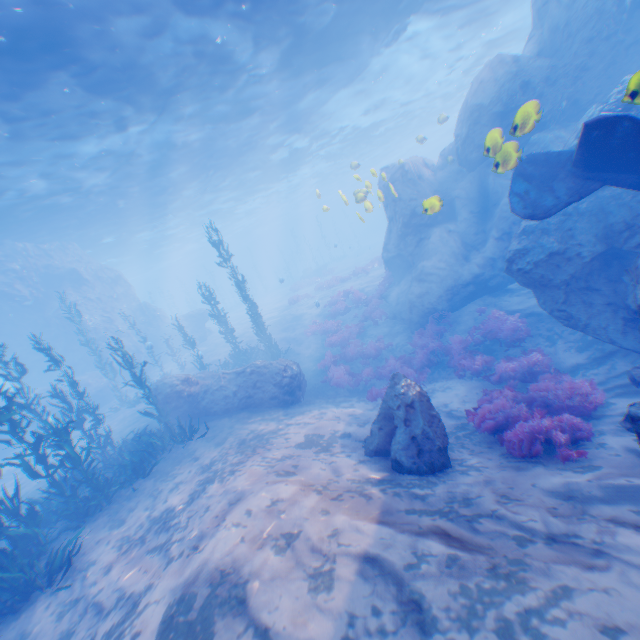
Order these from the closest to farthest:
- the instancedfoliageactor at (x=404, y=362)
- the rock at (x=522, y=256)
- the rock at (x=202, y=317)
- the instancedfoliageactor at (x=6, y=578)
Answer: the instancedfoliageactor at (x=404, y=362) < the instancedfoliageactor at (x=6, y=578) < the rock at (x=522, y=256) < the rock at (x=202, y=317)

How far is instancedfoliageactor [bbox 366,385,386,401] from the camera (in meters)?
12.43

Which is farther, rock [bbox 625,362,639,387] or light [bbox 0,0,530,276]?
light [bbox 0,0,530,276]

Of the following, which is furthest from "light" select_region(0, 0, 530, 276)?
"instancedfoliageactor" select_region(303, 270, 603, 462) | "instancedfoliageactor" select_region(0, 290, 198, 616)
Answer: "instancedfoliageactor" select_region(303, 270, 603, 462)

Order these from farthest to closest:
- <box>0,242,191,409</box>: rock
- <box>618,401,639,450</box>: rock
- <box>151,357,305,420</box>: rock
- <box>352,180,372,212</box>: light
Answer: <box>0,242,191,409</box>: rock
<box>151,357,305,420</box>: rock
<box>352,180,372,212</box>: light
<box>618,401,639,450</box>: rock

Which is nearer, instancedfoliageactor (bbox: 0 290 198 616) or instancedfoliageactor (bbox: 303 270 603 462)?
instancedfoliageactor (bbox: 303 270 603 462)

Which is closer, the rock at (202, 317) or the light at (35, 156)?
the light at (35, 156)

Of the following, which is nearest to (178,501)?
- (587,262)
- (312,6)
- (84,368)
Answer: (587,262)
